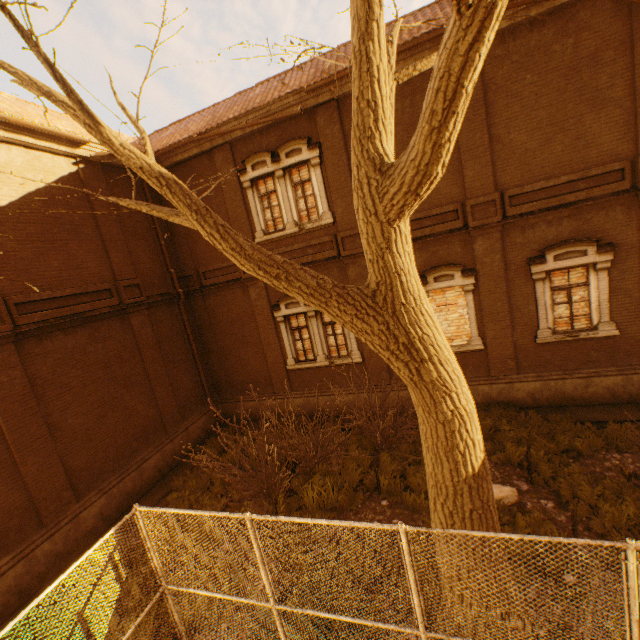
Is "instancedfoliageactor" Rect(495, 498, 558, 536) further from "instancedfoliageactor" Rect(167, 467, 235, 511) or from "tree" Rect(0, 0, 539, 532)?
"instancedfoliageactor" Rect(167, 467, 235, 511)

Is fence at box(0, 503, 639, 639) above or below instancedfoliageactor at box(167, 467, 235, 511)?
above

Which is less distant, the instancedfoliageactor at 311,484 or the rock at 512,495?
the rock at 512,495

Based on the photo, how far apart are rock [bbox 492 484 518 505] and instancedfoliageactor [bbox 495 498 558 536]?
0.0m

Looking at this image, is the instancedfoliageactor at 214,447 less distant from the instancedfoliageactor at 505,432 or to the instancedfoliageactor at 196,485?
the instancedfoliageactor at 196,485

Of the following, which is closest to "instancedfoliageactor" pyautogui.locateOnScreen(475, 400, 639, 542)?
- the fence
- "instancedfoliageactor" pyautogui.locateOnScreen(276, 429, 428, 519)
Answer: the fence

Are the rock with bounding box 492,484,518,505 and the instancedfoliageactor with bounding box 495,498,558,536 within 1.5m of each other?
yes

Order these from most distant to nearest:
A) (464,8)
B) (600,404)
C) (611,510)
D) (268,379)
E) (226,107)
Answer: (268,379), (226,107), (600,404), (611,510), (464,8)
